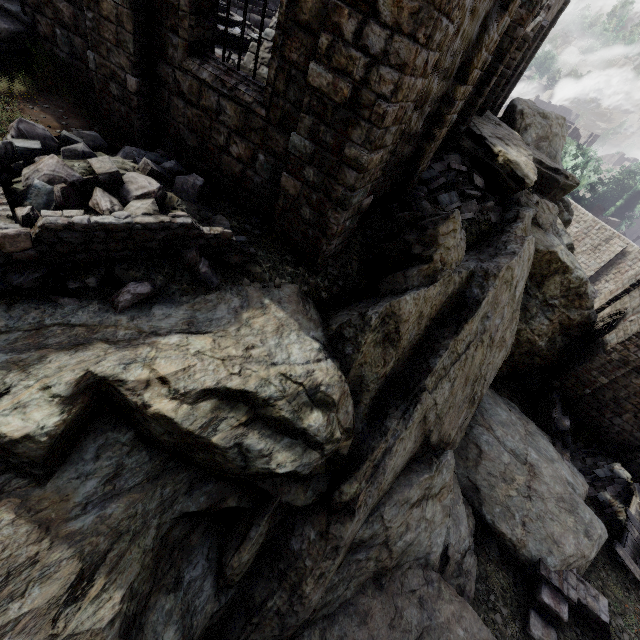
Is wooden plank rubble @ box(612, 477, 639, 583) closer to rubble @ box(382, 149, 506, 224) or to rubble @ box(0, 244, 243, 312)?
rubble @ box(382, 149, 506, 224)

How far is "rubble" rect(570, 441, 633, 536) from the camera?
13.9m

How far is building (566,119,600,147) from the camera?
48.8m

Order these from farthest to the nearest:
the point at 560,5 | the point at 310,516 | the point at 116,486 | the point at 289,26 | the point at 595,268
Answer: the point at 595,268 → the point at 560,5 → the point at 310,516 → the point at 289,26 → the point at 116,486

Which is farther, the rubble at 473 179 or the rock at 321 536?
the rubble at 473 179

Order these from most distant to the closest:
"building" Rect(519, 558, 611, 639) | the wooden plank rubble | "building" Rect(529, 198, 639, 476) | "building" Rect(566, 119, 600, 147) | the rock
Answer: "building" Rect(566, 119, 600, 147) < "building" Rect(529, 198, 639, 476) < the wooden plank rubble < "building" Rect(519, 558, 611, 639) < the rock

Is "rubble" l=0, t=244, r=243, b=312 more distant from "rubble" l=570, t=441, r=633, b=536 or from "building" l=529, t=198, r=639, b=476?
"rubble" l=570, t=441, r=633, b=536

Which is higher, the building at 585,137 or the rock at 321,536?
the building at 585,137
